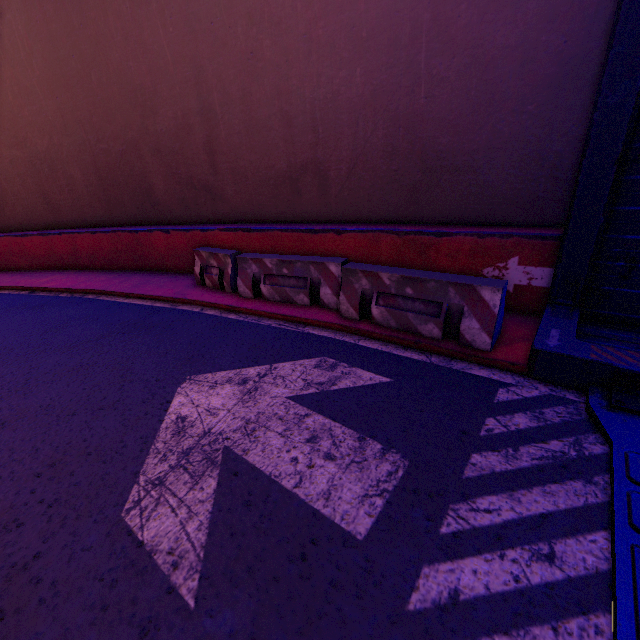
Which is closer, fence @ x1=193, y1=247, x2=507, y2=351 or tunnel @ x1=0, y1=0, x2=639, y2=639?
tunnel @ x1=0, y1=0, x2=639, y2=639

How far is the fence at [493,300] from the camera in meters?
4.3

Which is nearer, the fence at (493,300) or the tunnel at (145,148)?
the tunnel at (145,148)

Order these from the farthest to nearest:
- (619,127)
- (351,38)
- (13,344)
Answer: (13,344) → (351,38) → (619,127)

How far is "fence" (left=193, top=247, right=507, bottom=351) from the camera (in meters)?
4.32
